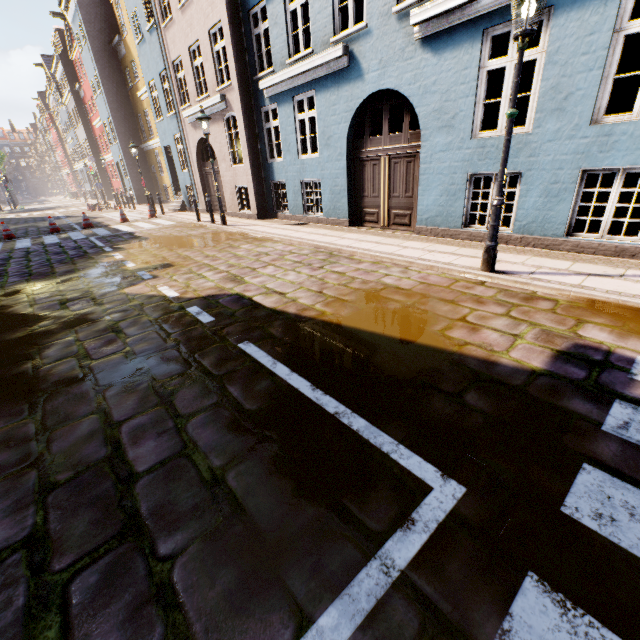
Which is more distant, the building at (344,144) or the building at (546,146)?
the building at (344,144)

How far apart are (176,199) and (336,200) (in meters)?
13.92

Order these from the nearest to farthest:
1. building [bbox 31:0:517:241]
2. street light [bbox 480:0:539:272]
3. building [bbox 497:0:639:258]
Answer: street light [bbox 480:0:539:272] < building [bbox 497:0:639:258] < building [bbox 31:0:517:241]

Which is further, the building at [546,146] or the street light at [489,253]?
the building at [546,146]

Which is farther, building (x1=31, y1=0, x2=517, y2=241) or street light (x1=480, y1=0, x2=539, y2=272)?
building (x1=31, y1=0, x2=517, y2=241)

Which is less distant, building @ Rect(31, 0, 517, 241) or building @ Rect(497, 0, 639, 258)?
building @ Rect(497, 0, 639, 258)
